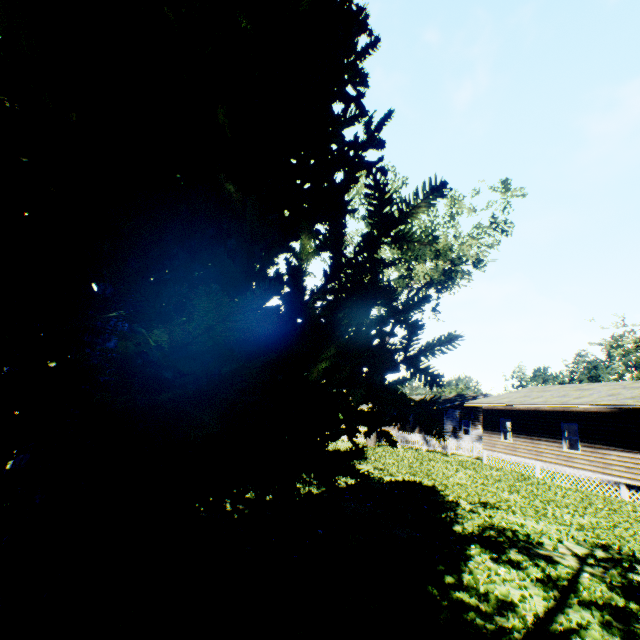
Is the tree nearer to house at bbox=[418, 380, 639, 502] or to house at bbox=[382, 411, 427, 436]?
house at bbox=[418, 380, 639, 502]

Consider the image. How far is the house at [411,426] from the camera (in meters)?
38.03

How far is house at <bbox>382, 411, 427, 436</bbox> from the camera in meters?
38.0

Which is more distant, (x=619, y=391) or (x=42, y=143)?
(x=619, y=391)

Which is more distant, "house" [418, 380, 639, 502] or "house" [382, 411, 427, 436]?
"house" [382, 411, 427, 436]

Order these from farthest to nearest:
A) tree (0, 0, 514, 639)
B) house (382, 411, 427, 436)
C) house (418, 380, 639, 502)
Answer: house (382, 411, 427, 436), house (418, 380, 639, 502), tree (0, 0, 514, 639)

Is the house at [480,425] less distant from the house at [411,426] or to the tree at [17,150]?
the tree at [17,150]
